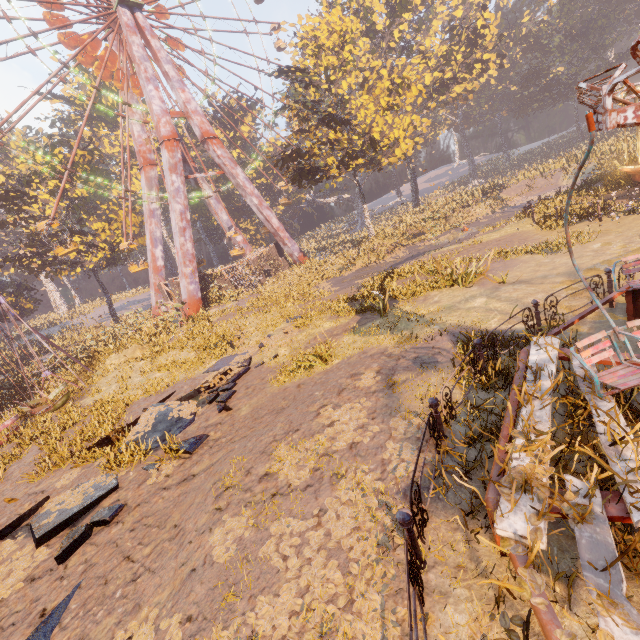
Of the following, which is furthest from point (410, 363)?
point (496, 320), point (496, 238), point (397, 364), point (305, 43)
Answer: point (305, 43)

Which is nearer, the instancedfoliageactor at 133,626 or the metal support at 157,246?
the instancedfoliageactor at 133,626

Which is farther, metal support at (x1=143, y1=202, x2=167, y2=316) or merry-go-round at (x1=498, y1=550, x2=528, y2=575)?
metal support at (x1=143, y1=202, x2=167, y2=316)

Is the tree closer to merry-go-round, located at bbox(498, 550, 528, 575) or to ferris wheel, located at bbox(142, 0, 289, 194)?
ferris wheel, located at bbox(142, 0, 289, 194)

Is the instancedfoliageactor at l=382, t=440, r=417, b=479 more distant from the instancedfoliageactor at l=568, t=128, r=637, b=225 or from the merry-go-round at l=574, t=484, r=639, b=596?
the instancedfoliageactor at l=568, t=128, r=637, b=225

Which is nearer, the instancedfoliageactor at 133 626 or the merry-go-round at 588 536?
the merry-go-round at 588 536

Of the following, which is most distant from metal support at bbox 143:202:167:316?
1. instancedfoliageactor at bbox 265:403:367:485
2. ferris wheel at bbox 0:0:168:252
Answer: instancedfoliageactor at bbox 265:403:367:485

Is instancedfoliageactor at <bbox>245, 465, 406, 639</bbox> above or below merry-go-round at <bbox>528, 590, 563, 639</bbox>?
below
